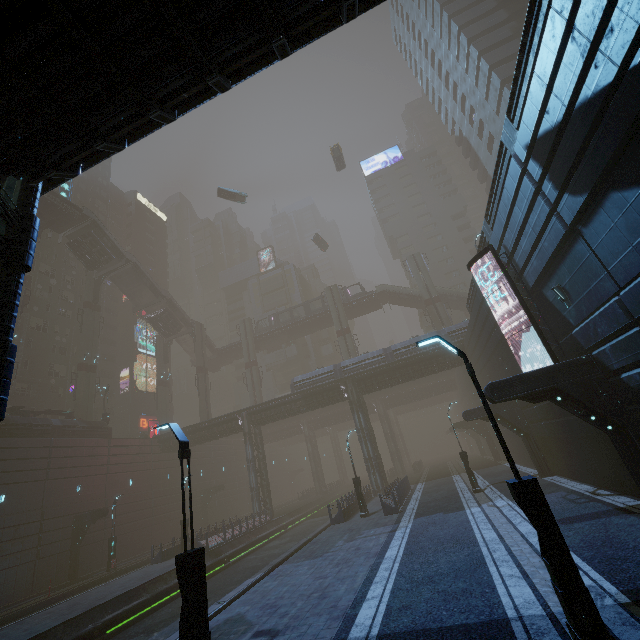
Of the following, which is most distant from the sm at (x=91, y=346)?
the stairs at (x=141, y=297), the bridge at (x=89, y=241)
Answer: the bridge at (x=89, y=241)

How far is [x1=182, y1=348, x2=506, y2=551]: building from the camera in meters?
31.7

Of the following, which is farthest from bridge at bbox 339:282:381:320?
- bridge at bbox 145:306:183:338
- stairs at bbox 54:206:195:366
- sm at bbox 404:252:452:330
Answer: bridge at bbox 145:306:183:338

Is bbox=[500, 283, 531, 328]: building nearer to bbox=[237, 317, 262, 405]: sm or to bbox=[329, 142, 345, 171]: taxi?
bbox=[329, 142, 345, 171]: taxi

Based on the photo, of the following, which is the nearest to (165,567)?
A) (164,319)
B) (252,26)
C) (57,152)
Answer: (57,152)

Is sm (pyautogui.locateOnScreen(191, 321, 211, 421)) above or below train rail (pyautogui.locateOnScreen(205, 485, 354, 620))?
above

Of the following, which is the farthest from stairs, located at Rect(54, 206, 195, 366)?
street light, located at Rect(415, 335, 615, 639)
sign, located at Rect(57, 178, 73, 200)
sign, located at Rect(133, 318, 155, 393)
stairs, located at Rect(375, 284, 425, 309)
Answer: street light, located at Rect(415, 335, 615, 639)

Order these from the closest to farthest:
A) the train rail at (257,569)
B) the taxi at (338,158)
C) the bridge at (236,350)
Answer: the train rail at (257,569), the taxi at (338,158), the bridge at (236,350)
